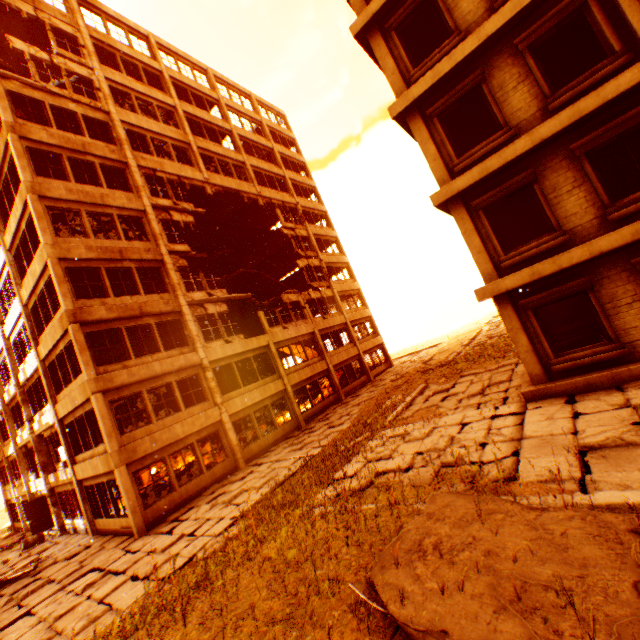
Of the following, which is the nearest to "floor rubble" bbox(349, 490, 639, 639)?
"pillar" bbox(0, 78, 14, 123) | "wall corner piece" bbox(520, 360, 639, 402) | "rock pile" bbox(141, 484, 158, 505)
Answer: "wall corner piece" bbox(520, 360, 639, 402)

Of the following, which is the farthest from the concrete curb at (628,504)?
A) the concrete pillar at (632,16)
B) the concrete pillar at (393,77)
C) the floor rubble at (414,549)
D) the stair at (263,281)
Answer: the stair at (263,281)

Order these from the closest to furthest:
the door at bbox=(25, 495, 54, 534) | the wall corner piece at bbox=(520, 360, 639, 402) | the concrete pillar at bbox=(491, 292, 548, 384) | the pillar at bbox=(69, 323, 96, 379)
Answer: the wall corner piece at bbox=(520, 360, 639, 402) < the concrete pillar at bbox=(491, 292, 548, 384) < the pillar at bbox=(69, 323, 96, 379) < the door at bbox=(25, 495, 54, 534)

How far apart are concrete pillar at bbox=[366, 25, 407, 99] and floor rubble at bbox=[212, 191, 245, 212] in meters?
16.1 m

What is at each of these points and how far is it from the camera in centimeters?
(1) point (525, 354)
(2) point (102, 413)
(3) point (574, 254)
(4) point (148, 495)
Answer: (1) concrete pillar, 902cm
(2) pillar, 1259cm
(3) wall corner piece, 788cm
(4) rock pile, 1516cm

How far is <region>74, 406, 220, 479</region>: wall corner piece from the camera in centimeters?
1257cm

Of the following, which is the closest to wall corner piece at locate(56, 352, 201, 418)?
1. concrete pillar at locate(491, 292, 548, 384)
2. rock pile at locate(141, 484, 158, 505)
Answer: rock pile at locate(141, 484, 158, 505)

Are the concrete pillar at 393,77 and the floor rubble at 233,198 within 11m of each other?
no
